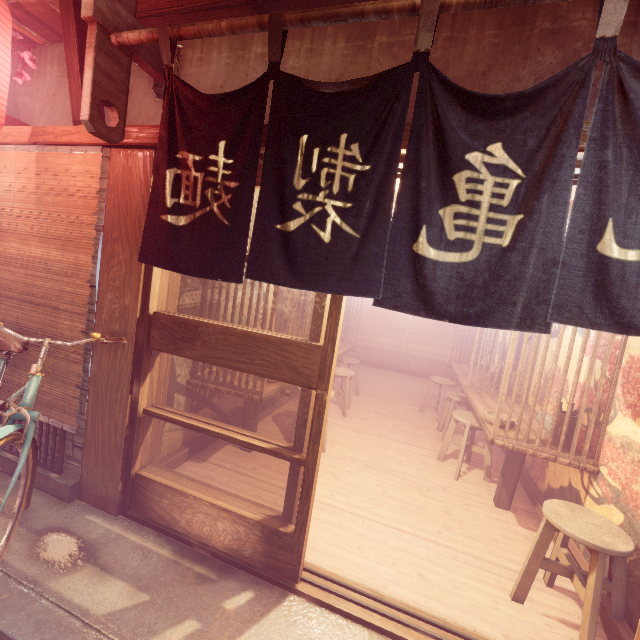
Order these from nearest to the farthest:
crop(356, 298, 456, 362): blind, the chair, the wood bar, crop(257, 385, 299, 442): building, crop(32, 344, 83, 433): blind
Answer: the chair → the wood bar → crop(32, 344, 83, 433): blind → crop(257, 385, 299, 442): building → crop(356, 298, 456, 362): blind

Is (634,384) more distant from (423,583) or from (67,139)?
(67,139)

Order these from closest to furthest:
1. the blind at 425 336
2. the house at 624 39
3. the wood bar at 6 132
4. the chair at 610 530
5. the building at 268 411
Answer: the house at 624 39
the chair at 610 530
the wood bar at 6 132
the building at 268 411
the blind at 425 336

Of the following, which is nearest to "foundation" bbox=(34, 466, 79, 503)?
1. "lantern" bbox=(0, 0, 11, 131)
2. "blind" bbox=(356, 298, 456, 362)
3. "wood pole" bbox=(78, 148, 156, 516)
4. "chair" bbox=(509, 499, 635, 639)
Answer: "wood pole" bbox=(78, 148, 156, 516)

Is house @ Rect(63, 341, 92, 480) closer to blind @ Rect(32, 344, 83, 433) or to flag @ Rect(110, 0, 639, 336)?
blind @ Rect(32, 344, 83, 433)

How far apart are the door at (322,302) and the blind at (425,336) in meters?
13.9 m

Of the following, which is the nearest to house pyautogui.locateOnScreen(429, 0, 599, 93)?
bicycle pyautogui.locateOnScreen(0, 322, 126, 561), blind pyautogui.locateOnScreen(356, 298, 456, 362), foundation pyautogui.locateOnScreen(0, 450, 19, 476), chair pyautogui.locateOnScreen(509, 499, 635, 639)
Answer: bicycle pyautogui.locateOnScreen(0, 322, 126, 561)

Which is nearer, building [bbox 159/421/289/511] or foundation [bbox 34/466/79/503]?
foundation [bbox 34/466/79/503]
